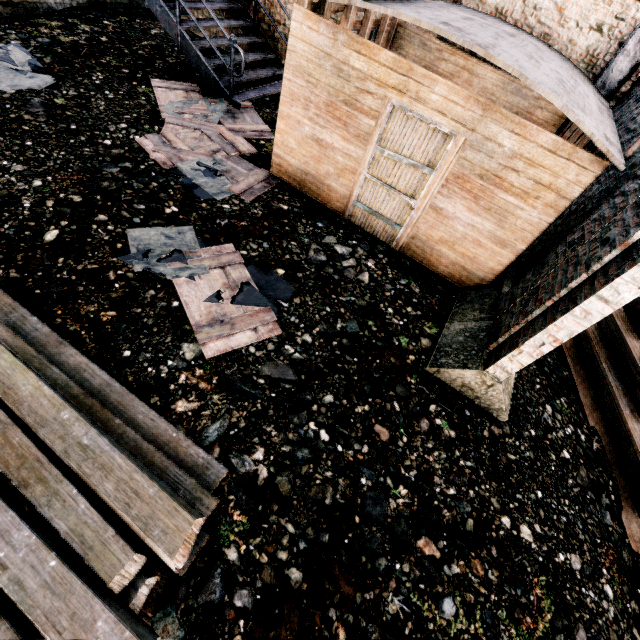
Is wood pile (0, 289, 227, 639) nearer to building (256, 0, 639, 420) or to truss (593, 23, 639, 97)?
building (256, 0, 639, 420)

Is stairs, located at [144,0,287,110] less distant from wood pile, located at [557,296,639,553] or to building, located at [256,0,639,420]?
building, located at [256,0,639,420]

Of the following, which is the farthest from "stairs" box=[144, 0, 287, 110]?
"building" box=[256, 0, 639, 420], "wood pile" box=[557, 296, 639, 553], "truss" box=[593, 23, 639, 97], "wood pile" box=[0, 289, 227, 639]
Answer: "wood pile" box=[557, 296, 639, 553]

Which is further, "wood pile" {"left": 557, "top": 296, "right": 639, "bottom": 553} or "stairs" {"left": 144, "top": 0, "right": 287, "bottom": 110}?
"stairs" {"left": 144, "top": 0, "right": 287, "bottom": 110}

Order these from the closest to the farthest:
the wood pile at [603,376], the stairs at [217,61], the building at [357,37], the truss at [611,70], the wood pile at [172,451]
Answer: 1. the wood pile at [172,451]
2. the building at [357,37]
3. the wood pile at [603,376]
4. the truss at [611,70]
5. the stairs at [217,61]

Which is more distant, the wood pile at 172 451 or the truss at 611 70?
the truss at 611 70

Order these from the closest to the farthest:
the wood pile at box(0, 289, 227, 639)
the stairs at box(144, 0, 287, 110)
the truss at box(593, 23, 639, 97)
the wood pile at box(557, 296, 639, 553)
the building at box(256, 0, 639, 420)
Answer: the wood pile at box(0, 289, 227, 639)
the building at box(256, 0, 639, 420)
the wood pile at box(557, 296, 639, 553)
the truss at box(593, 23, 639, 97)
the stairs at box(144, 0, 287, 110)

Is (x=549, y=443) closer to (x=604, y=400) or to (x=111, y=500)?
(x=604, y=400)
